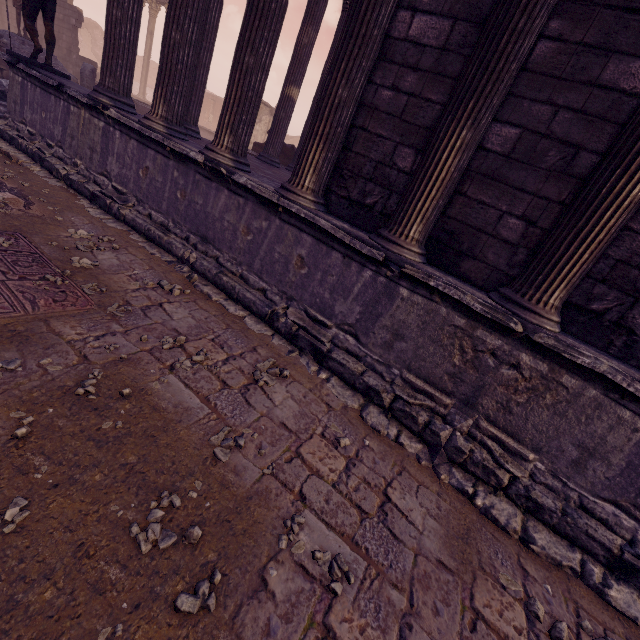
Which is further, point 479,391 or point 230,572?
point 479,391

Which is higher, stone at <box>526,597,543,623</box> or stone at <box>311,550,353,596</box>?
stone at <box>311,550,353,596</box>

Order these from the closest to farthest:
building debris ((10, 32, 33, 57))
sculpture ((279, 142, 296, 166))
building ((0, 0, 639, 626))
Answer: building ((0, 0, 639, 626))
building debris ((10, 32, 33, 57))
sculpture ((279, 142, 296, 166))

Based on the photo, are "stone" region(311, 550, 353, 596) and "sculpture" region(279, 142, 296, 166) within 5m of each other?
no

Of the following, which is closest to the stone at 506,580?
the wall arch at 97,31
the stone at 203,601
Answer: the stone at 203,601

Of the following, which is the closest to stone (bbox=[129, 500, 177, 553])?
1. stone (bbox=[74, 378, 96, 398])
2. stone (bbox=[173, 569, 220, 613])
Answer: stone (bbox=[173, 569, 220, 613])

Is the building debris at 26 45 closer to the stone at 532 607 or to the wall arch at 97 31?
the stone at 532 607

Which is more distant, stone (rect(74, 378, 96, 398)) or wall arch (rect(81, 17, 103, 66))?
wall arch (rect(81, 17, 103, 66))
